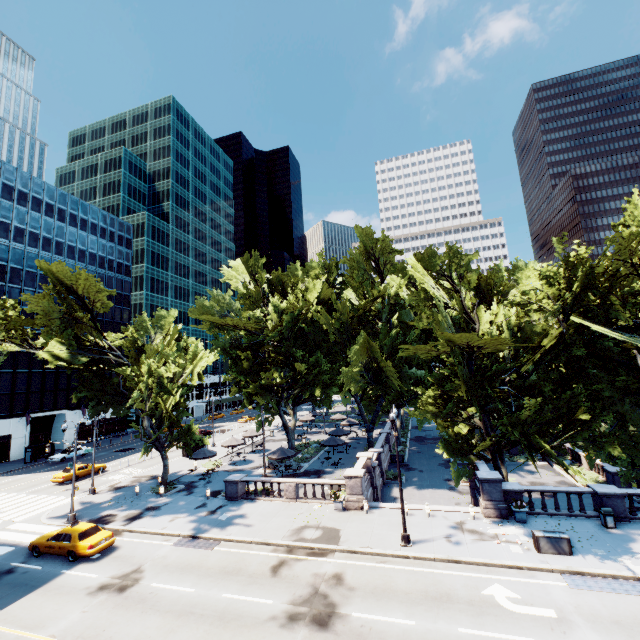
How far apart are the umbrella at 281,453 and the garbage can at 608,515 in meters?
22.3

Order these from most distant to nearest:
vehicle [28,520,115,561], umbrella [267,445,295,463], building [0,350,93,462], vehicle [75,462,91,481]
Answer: building [0,350,93,462] < vehicle [75,462,91,481] < umbrella [267,445,295,463] < vehicle [28,520,115,561]

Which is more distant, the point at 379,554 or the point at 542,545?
the point at 379,554

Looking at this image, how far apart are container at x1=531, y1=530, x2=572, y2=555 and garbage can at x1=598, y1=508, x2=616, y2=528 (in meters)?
3.91

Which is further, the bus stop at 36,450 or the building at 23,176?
the building at 23,176

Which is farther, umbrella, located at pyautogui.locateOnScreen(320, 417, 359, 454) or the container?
umbrella, located at pyautogui.locateOnScreen(320, 417, 359, 454)

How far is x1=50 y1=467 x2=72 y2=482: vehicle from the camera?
33.6m

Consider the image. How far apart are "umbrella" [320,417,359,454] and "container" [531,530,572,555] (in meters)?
23.58
